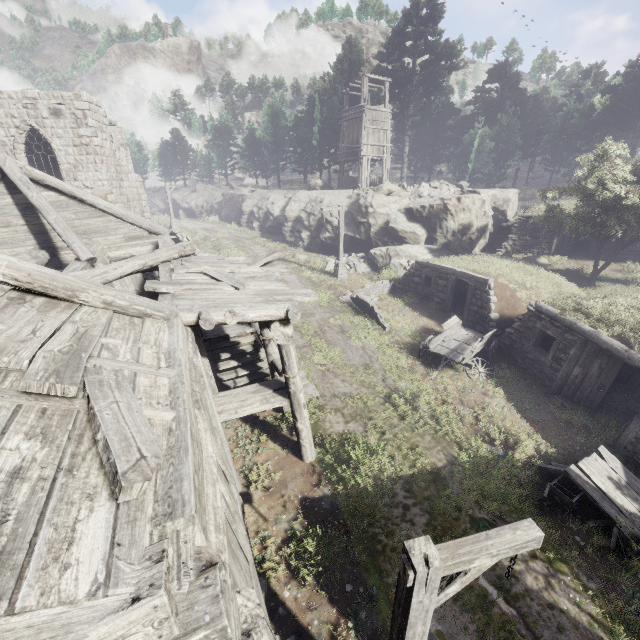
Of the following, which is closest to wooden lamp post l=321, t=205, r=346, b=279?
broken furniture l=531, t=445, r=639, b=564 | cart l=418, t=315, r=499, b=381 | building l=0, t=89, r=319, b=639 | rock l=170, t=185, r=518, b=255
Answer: rock l=170, t=185, r=518, b=255

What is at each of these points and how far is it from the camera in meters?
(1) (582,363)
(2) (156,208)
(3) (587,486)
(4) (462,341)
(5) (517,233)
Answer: (1) shelter, 11.3
(2) rock, 58.0
(3) broken furniture, 8.2
(4) cart, 14.0
(5) shelter, 23.8

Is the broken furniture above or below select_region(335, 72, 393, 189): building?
below

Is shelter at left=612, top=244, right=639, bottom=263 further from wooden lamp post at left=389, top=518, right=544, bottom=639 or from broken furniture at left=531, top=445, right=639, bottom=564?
wooden lamp post at left=389, top=518, right=544, bottom=639

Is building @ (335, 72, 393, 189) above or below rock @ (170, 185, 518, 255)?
above

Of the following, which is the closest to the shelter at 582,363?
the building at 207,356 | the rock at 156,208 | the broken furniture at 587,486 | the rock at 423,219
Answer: the broken furniture at 587,486

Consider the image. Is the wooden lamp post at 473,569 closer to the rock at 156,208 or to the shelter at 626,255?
the shelter at 626,255

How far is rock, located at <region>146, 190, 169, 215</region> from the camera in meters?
57.4
